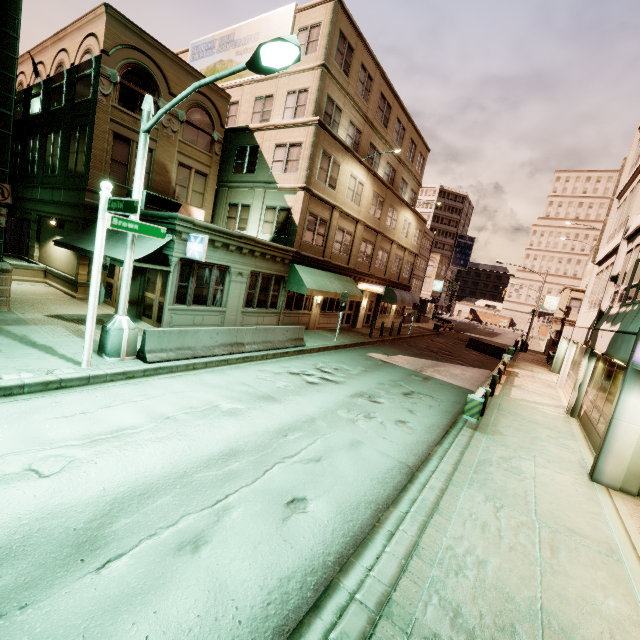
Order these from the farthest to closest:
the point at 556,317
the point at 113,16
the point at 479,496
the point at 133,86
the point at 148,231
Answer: the point at 556,317 → the point at 133,86 → the point at 113,16 → the point at 148,231 → the point at 479,496

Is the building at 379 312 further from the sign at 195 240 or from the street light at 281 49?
the street light at 281 49

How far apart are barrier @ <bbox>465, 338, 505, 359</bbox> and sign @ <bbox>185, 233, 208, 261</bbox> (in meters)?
25.36

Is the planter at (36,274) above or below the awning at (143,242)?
below

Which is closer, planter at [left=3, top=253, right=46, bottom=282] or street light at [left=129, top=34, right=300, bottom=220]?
street light at [left=129, top=34, right=300, bottom=220]

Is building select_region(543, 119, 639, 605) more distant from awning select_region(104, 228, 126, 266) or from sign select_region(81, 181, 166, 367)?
awning select_region(104, 228, 126, 266)

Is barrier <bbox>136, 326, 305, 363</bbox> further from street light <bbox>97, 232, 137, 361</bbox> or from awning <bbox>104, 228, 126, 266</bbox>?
awning <bbox>104, 228, 126, 266</bbox>

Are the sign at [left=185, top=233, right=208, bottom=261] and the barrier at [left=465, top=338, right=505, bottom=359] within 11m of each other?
no
